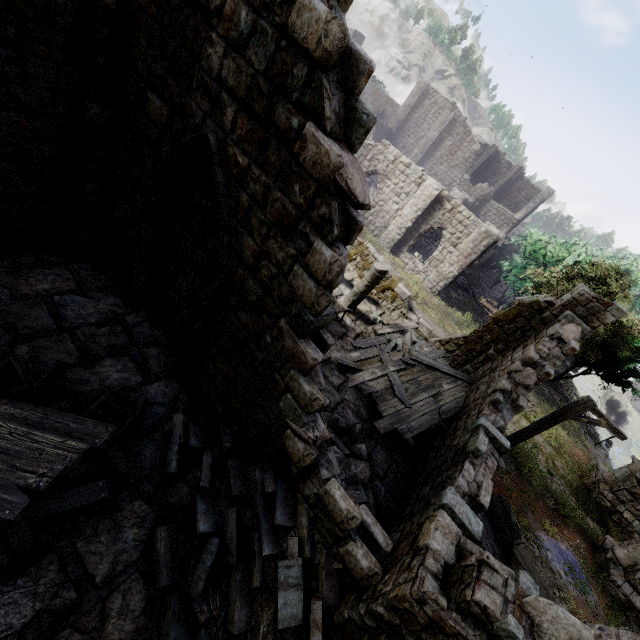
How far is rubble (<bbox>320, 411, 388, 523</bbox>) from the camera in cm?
640

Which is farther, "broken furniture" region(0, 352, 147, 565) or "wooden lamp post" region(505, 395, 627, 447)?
"wooden lamp post" region(505, 395, 627, 447)

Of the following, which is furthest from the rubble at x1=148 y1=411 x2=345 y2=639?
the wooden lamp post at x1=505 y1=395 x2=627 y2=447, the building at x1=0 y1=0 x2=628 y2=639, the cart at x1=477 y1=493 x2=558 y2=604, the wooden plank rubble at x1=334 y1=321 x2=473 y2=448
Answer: the wooden lamp post at x1=505 y1=395 x2=627 y2=447

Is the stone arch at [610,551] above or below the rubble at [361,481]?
below

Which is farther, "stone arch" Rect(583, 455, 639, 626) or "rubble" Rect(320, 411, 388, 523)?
"stone arch" Rect(583, 455, 639, 626)

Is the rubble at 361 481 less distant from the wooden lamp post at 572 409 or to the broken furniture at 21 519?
the broken furniture at 21 519

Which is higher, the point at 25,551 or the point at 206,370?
the point at 206,370

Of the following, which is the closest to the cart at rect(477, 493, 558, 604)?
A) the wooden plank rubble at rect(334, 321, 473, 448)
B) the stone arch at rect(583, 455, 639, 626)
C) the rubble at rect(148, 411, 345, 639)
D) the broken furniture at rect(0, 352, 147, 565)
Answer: the wooden plank rubble at rect(334, 321, 473, 448)
